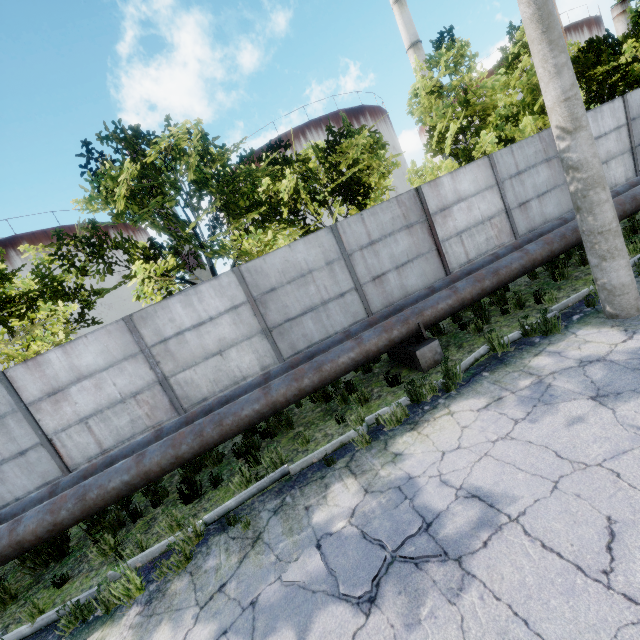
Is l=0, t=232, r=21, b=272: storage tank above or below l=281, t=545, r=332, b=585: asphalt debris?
above

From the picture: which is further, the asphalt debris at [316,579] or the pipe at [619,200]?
the pipe at [619,200]

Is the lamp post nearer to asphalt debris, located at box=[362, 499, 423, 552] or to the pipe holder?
the pipe holder

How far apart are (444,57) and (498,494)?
14.4m

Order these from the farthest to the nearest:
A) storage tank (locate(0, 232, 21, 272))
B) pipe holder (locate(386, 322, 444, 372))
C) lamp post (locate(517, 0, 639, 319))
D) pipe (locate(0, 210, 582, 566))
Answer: storage tank (locate(0, 232, 21, 272)) → pipe holder (locate(386, 322, 444, 372)) → pipe (locate(0, 210, 582, 566)) → lamp post (locate(517, 0, 639, 319))

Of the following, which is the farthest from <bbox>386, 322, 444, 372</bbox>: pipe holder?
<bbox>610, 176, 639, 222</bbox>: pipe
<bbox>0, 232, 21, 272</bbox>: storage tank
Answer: <bbox>0, 232, 21, 272</bbox>: storage tank

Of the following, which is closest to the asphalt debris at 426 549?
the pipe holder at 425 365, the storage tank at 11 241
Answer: the pipe holder at 425 365

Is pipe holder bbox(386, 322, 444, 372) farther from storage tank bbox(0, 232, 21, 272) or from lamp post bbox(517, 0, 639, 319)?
storage tank bbox(0, 232, 21, 272)
